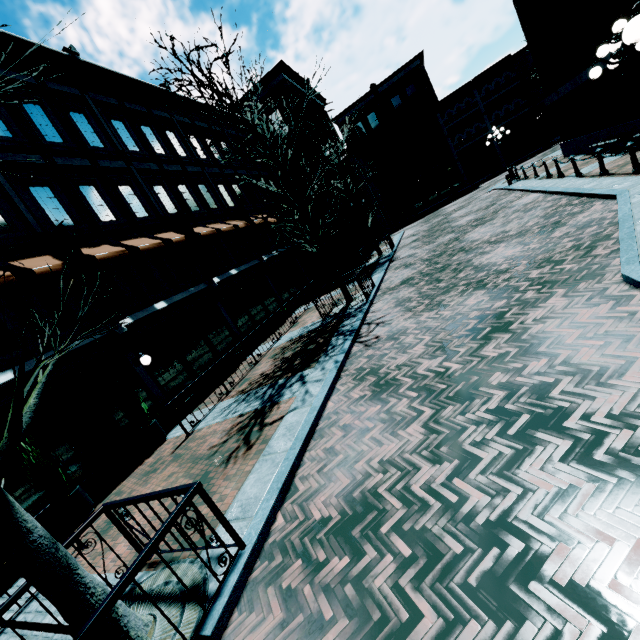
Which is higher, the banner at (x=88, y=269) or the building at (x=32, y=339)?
the banner at (x=88, y=269)

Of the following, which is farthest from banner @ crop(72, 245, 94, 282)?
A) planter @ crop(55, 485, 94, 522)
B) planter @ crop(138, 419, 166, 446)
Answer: planter @ crop(55, 485, 94, 522)

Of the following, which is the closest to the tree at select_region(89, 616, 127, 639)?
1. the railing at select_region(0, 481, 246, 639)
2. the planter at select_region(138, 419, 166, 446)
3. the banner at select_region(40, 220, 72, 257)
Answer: the railing at select_region(0, 481, 246, 639)

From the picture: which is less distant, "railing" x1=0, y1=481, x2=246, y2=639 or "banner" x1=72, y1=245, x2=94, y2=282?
"railing" x1=0, y1=481, x2=246, y2=639

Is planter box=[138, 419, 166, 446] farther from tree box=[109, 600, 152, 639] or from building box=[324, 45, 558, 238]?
tree box=[109, 600, 152, 639]

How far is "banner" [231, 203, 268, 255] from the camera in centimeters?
1802cm

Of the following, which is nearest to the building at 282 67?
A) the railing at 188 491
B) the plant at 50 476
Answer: the plant at 50 476

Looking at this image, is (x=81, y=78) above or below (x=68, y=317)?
above
